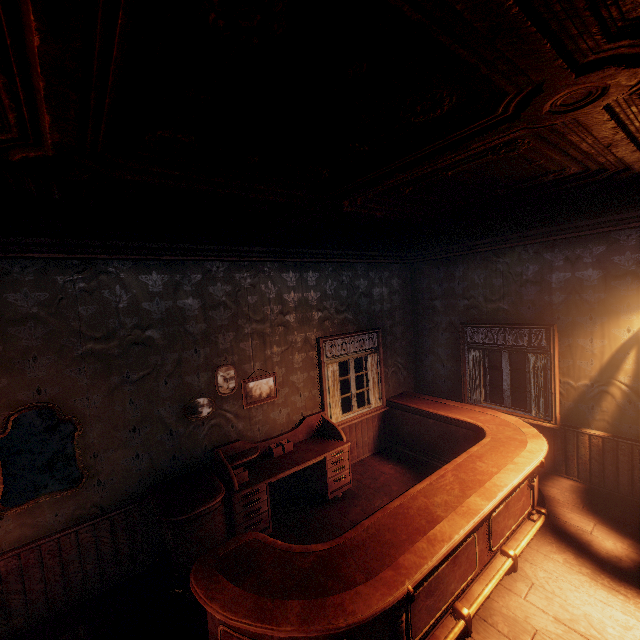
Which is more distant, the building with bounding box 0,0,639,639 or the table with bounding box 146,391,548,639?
the table with bounding box 146,391,548,639

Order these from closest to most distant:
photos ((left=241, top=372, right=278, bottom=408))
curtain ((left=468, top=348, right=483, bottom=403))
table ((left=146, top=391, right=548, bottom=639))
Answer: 1. table ((left=146, top=391, right=548, bottom=639))
2. photos ((left=241, top=372, right=278, bottom=408))
3. curtain ((left=468, top=348, right=483, bottom=403))

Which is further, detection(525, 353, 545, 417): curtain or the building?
detection(525, 353, 545, 417): curtain

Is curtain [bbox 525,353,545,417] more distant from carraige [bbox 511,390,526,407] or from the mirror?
the mirror

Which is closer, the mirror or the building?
the building

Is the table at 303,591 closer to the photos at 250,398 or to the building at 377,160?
the building at 377,160

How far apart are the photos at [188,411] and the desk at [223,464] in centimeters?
45cm

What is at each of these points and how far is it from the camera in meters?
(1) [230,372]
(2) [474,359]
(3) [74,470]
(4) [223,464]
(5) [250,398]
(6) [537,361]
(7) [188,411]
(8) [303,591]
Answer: (1) photos, 4.6
(2) curtain, 6.1
(3) mirror, 3.5
(4) desk, 4.2
(5) photos, 4.7
(6) curtain, 5.2
(7) photos, 4.2
(8) table, 2.4
